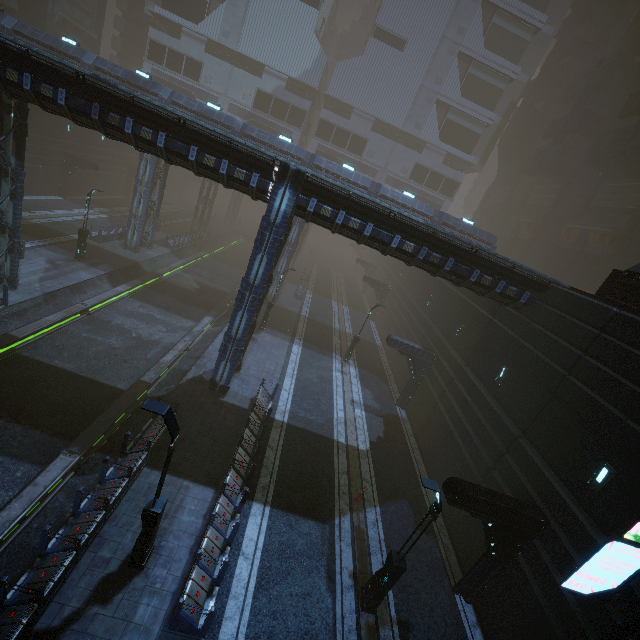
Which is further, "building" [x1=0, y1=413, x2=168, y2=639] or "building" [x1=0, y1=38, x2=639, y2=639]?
"building" [x1=0, y1=38, x2=639, y2=639]

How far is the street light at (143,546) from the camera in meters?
7.6 m

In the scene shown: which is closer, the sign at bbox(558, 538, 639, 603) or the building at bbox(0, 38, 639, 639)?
the sign at bbox(558, 538, 639, 603)

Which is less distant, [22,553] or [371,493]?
[22,553]

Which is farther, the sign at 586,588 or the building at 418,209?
the building at 418,209

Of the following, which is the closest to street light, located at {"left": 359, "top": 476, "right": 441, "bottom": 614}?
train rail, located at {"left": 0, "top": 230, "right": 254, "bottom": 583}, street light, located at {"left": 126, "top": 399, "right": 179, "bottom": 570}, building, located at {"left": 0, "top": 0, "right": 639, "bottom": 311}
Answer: building, located at {"left": 0, "top": 0, "right": 639, "bottom": 311}

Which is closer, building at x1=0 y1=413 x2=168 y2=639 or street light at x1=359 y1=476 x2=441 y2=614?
building at x1=0 y1=413 x2=168 y2=639

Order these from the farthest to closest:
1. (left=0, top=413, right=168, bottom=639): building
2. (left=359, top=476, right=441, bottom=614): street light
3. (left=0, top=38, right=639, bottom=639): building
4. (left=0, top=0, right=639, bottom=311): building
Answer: (left=0, top=0, right=639, bottom=311): building → (left=0, top=38, right=639, bottom=639): building → (left=359, top=476, right=441, bottom=614): street light → (left=0, top=413, right=168, bottom=639): building
